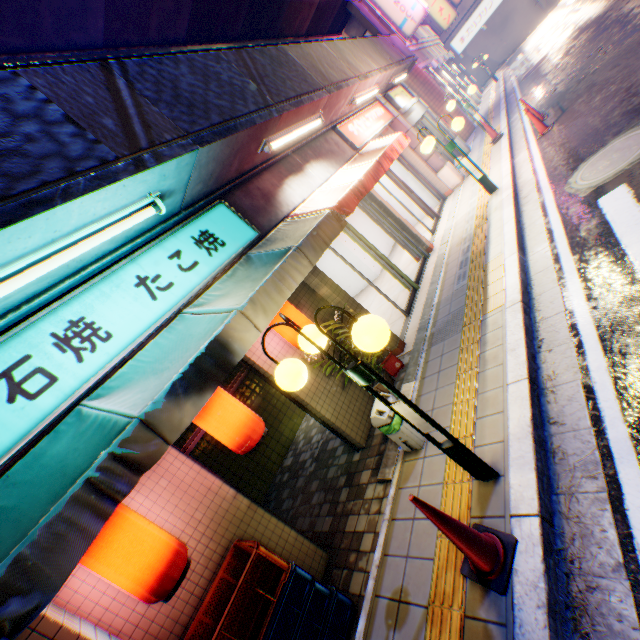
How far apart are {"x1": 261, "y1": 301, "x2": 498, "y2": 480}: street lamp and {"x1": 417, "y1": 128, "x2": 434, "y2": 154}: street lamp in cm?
671

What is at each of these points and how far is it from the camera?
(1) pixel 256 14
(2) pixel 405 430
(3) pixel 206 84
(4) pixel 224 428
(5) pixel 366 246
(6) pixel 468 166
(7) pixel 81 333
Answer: (1) balcony, 7.93m
(2) trash box, 3.87m
(3) balcony, 4.11m
(4) street lamp, 3.37m
(5) door, 7.46m
(6) street lamp, 7.89m
(7) sign, 2.96m

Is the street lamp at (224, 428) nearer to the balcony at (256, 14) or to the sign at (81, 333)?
the sign at (81, 333)

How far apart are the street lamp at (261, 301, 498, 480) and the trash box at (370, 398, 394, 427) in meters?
0.9

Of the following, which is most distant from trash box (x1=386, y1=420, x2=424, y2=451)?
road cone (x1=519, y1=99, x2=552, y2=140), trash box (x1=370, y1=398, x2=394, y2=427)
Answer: road cone (x1=519, y1=99, x2=552, y2=140)

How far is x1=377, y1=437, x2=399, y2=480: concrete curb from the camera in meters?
4.1 m

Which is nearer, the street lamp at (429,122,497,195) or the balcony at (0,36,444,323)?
the balcony at (0,36,444,323)

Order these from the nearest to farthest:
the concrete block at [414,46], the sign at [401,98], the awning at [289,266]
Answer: the awning at [289,266]
the sign at [401,98]
the concrete block at [414,46]
